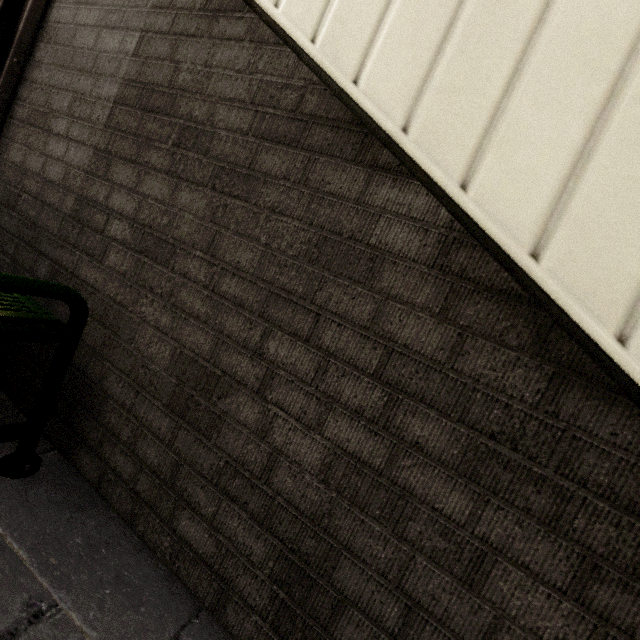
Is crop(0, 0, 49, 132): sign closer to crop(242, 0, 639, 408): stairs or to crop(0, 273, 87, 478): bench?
crop(0, 273, 87, 478): bench

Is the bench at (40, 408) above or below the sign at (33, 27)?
below

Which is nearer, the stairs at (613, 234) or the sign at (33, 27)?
the stairs at (613, 234)

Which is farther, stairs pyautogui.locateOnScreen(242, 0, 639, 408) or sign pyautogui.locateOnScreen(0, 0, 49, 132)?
sign pyautogui.locateOnScreen(0, 0, 49, 132)

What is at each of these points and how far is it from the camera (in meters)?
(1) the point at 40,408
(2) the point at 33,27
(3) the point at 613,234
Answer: (1) bench, 1.14
(2) sign, 1.70
(3) stairs, 0.63

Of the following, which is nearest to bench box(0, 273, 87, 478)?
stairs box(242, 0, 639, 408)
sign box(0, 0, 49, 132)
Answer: sign box(0, 0, 49, 132)

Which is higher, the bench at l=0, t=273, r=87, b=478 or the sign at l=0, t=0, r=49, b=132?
the sign at l=0, t=0, r=49, b=132
